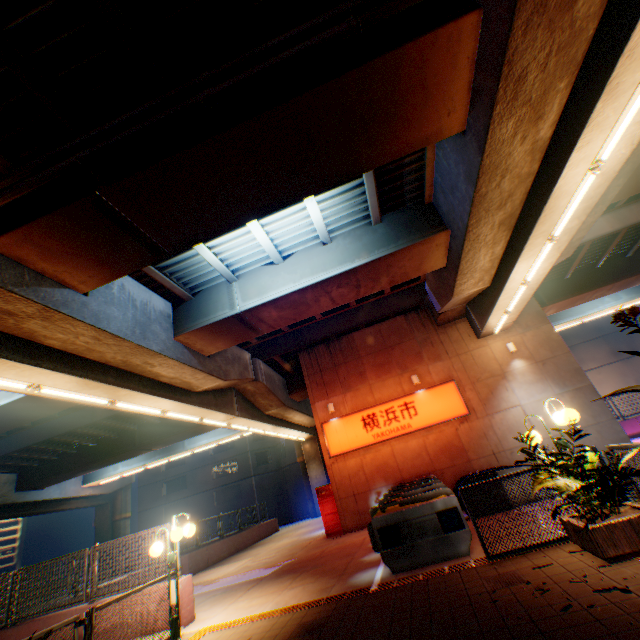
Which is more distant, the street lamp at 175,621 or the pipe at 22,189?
the street lamp at 175,621

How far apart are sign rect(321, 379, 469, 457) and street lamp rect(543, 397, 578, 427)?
8.1 meters

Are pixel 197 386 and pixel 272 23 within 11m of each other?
no

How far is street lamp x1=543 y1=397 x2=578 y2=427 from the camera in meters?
6.1

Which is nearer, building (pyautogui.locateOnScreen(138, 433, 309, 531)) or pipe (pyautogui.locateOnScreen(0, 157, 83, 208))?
pipe (pyautogui.locateOnScreen(0, 157, 83, 208))

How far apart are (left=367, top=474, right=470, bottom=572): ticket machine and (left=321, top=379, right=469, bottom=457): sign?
7.4m

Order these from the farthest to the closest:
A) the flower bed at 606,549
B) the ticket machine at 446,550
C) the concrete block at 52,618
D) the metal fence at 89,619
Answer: the concrete block at 52,618, the ticket machine at 446,550, the metal fence at 89,619, the flower bed at 606,549

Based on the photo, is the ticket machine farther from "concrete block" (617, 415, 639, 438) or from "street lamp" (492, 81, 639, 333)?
"concrete block" (617, 415, 639, 438)
